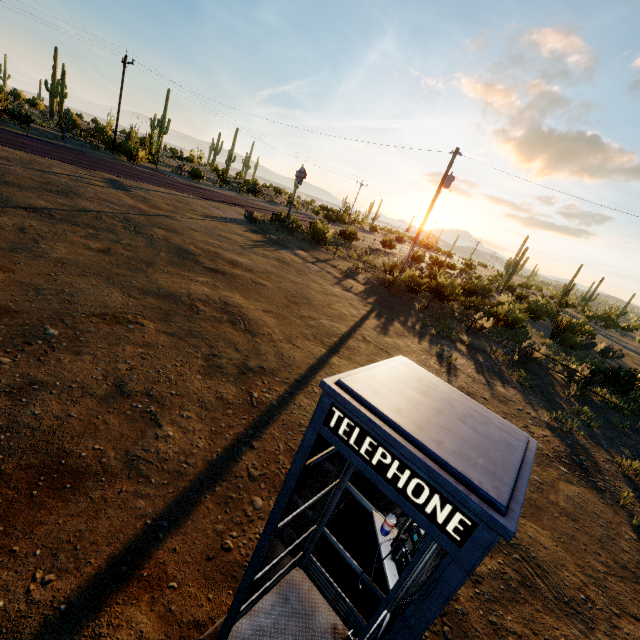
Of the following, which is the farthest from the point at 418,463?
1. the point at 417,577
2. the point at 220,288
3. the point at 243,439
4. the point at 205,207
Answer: the point at 205,207

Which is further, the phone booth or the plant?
the plant

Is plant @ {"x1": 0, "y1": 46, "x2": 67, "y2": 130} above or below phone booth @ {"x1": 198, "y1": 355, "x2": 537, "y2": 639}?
above

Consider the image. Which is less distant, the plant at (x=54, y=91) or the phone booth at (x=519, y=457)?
the phone booth at (x=519, y=457)

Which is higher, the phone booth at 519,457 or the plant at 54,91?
the plant at 54,91
